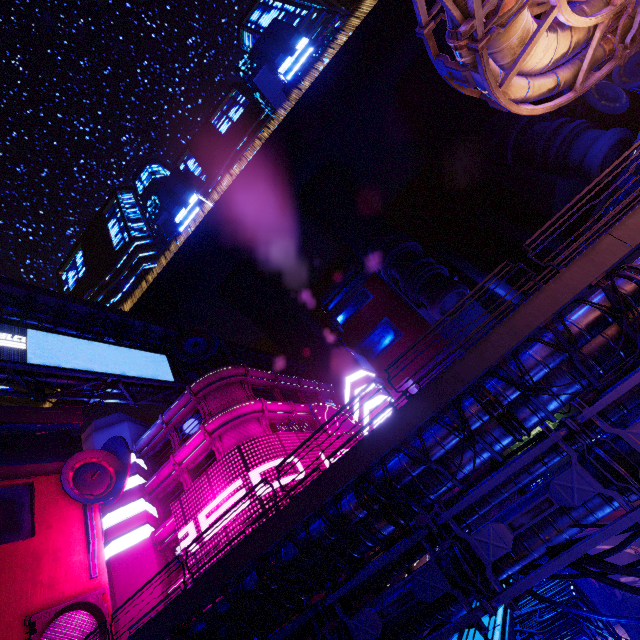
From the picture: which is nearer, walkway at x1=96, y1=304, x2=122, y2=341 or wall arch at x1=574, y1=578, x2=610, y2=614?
wall arch at x1=574, y1=578, x2=610, y2=614

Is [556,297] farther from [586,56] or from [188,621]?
[188,621]

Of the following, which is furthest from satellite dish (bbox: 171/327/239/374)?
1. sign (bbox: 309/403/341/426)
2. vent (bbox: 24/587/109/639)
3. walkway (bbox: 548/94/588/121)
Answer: walkway (bbox: 548/94/588/121)

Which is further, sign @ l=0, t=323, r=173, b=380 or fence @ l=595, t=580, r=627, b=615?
fence @ l=595, t=580, r=627, b=615

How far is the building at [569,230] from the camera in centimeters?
4941cm

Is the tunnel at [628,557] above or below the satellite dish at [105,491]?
below

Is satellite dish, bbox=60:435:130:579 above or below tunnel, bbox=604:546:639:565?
above

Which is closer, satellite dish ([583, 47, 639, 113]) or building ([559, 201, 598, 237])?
satellite dish ([583, 47, 639, 113])
